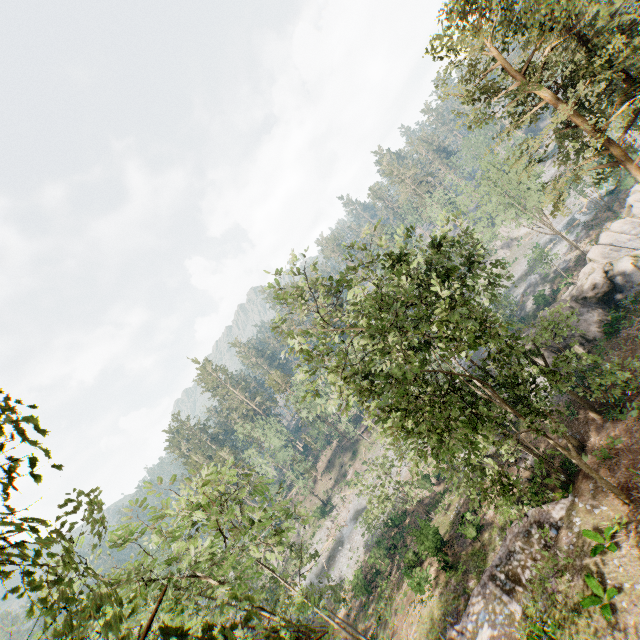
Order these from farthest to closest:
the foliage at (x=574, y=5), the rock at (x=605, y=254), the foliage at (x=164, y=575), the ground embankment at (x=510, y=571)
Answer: the rock at (x=605, y=254)
the ground embankment at (x=510, y=571)
the foliage at (x=574, y=5)
the foliage at (x=164, y=575)

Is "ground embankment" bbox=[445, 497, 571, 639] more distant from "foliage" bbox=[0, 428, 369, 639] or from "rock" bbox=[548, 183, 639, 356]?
"rock" bbox=[548, 183, 639, 356]

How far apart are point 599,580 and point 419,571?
13.9 meters

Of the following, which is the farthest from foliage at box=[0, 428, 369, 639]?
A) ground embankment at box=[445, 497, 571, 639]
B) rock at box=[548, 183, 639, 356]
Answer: rock at box=[548, 183, 639, 356]

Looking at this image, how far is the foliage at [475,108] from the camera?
17.2 meters

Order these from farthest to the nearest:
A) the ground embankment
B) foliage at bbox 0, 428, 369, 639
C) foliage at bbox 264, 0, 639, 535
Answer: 1. the ground embankment
2. foliage at bbox 264, 0, 639, 535
3. foliage at bbox 0, 428, 369, 639

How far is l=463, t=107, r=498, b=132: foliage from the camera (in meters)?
17.16
